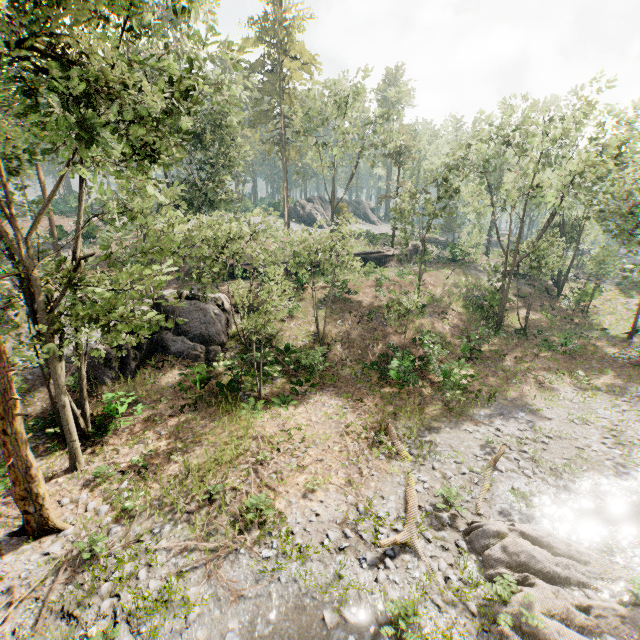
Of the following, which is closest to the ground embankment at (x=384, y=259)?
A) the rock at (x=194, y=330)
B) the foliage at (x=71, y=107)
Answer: the foliage at (x=71, y=107)

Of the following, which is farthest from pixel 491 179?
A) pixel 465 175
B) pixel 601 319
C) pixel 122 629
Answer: pixel 122 629

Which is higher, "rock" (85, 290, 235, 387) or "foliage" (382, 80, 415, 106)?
"foliage" (382, 80, 415, 106)

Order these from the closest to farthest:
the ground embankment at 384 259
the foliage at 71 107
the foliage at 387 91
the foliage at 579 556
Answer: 1. the foliage at 579 556
2. the foliage at 71 107
3. the foliage at 387 91
4. the ground embankment at 384 259

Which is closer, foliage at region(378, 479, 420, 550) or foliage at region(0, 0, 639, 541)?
foliage at region(0, 0, 639, 541)

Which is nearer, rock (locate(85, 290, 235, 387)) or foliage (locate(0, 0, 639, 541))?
foliage (locate(0, 0, 639, 541))

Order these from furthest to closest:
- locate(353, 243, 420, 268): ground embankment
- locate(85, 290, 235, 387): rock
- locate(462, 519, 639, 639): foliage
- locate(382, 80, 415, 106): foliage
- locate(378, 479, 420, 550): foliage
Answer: locate(353, 243, 420, 268): ground embankment → locate(382, 80, 415, 106): foliage → locate(85, 290, 235, 387): rock → locate(378, 479, 420, 550): foliage → locate(462, 519, 639, 639): foliage

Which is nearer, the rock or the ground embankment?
the rock
